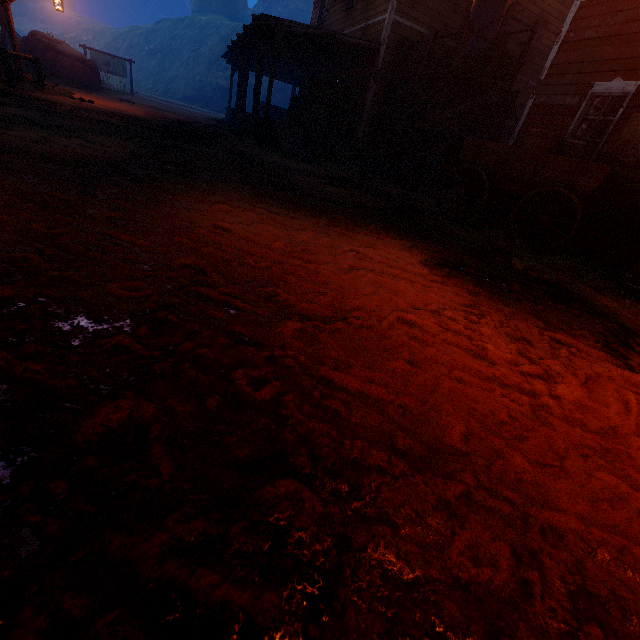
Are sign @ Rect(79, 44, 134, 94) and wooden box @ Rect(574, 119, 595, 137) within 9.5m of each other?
no

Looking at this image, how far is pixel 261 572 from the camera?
0.8 meters

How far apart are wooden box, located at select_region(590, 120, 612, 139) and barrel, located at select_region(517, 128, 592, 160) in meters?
1.3

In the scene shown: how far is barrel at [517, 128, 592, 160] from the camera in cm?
610

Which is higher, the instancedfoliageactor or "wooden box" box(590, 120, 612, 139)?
"wooden box" box(590, 120, 612, 139)

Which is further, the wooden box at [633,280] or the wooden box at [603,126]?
the wooden box at [603,126]

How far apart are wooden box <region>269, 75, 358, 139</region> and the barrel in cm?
746

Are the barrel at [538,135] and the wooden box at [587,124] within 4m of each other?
yes
